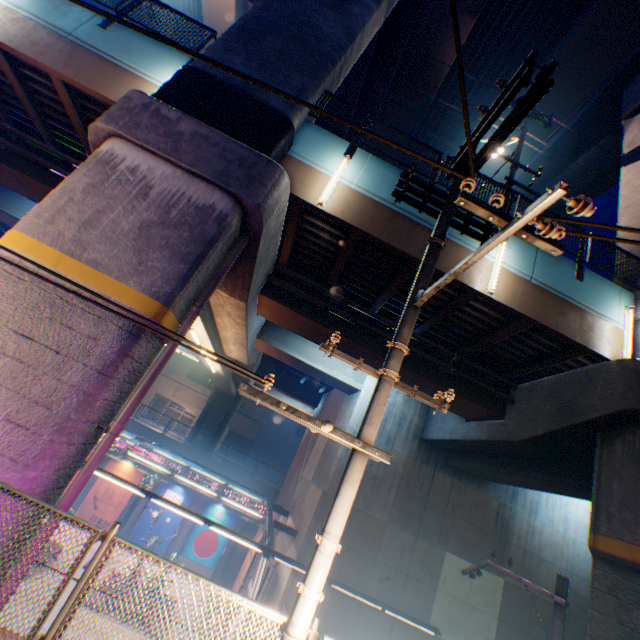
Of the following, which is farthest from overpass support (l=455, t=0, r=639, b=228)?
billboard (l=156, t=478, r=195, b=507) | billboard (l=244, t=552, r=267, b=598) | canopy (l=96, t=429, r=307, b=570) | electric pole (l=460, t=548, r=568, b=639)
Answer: billboard (l=244, t=552, r=267, b=598)

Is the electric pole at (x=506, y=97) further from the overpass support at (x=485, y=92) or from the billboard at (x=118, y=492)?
the billboard at (x=118, y=492)

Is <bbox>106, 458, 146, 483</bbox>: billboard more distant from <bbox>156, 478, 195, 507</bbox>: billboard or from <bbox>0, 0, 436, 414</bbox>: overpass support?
<bbox>0, 0, 436, 414</bbox>: overpass support

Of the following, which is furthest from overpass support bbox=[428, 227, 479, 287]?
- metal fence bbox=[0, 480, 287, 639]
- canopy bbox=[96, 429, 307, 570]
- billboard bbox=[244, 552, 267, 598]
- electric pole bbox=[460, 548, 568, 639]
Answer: billboard bbox=[244, 552, 267, 598]

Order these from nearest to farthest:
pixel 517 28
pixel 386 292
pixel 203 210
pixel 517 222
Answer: pixel 517 222, pixel 203 210, pixel 386 292, pixel 517 28

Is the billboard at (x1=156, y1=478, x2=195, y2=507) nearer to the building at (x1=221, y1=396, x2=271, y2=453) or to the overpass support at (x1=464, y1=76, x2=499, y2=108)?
the overpass support at (x1=464, y1=76, x2=499, y2=108)

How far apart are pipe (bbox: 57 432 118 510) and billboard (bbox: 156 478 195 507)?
20.2 meters

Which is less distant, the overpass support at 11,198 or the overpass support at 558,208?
the overpass support at 11,198
